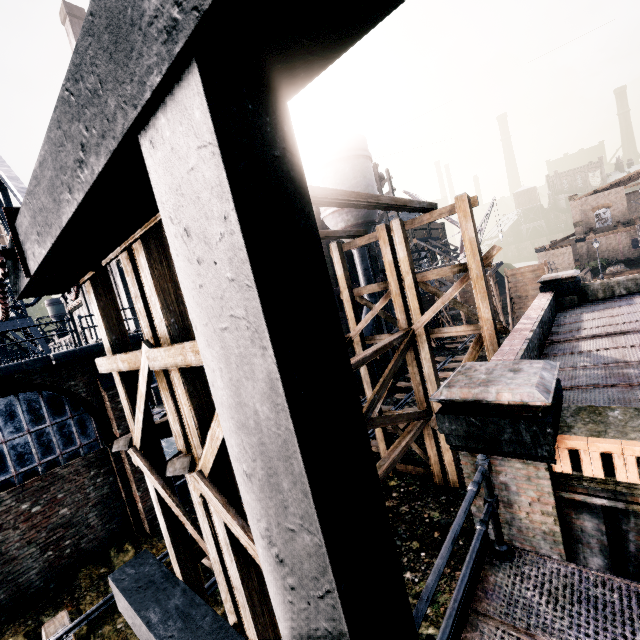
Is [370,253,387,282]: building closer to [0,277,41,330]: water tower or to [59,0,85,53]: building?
[0,277,41,330]: water tower

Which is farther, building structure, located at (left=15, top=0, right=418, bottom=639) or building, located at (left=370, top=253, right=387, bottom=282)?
building, located at (left=370, top=253, right=387, bottom=282)

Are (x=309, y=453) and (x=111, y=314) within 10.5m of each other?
yes

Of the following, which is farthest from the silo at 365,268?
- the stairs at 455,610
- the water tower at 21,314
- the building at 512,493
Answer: the water tower at 21,314

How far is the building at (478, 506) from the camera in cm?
476

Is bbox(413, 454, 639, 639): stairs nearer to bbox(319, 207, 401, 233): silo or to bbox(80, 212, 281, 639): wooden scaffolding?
bbox(80, 212, 281, 639): wooden scaffolding

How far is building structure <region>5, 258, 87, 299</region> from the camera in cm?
467

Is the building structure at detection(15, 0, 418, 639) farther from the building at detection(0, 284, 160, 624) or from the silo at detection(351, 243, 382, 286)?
the silo at detection(351, 243, 382, 286)
